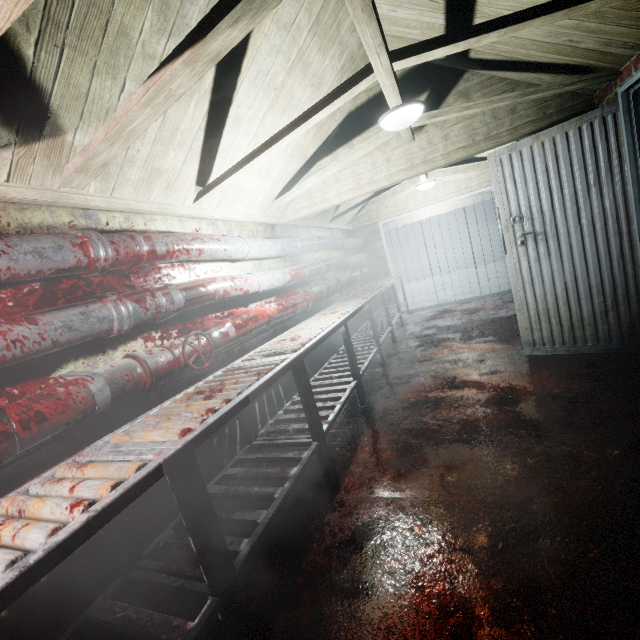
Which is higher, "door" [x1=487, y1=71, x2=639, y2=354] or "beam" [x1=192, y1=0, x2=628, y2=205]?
"beam" [x1=192, y1=0, x2=628, y2=205]

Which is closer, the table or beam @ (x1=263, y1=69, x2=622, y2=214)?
the table

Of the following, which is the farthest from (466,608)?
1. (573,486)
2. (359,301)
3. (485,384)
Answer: (359,301)

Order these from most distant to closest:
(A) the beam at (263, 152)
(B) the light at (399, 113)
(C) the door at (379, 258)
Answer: (C) the door at (379, 258) < (B) the light at (399, 113) < (A) the beam at (263, 152)

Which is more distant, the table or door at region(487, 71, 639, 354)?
door at region(487, 71, 639, 354)

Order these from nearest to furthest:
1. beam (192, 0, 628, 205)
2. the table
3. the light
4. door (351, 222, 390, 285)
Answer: the table
beam (192, 0, 628, 205)
the light
door (351, 222, 390, 285)

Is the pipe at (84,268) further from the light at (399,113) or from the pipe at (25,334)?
the light at (399,113)

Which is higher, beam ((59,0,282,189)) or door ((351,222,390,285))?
beam ((59,0,282,189))
